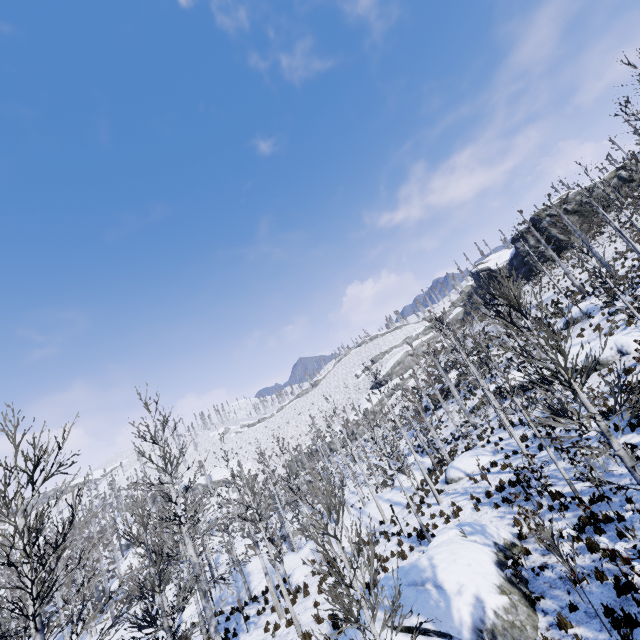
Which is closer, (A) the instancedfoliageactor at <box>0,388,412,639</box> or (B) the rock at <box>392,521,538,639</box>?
(A) the instancedfoliageactor at <box>0,388,412,639</box>

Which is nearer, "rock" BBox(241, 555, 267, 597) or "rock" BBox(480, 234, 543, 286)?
"rock" BBox(241, 555, 267, 597)

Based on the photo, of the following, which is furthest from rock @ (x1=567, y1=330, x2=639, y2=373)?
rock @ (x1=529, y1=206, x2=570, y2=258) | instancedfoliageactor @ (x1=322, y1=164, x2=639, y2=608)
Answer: rock @ (x1=529, y1=206, x2=570, y2=258)

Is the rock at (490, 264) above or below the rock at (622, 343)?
above

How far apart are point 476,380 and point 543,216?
39.96m

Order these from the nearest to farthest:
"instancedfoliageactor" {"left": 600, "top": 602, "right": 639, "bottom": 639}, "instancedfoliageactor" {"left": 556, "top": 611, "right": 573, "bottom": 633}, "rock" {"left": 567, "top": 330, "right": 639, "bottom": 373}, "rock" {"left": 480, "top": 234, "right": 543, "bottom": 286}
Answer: "instancedfoliageactor" {"left": 600, "top": 602, "right": 639, "bottom": 639} → "instancedfoliageactor" {"left": 556, "top": 611, "right": 573, "bottom": 633} → "rock" {"left": 567, "top": 330, "right": 639, "bottom": 373} → "rock" {"left": 480, "top": 234, "right": 543, "bottom": 286}

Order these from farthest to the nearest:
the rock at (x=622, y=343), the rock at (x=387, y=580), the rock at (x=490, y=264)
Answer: the rock at (x=490, y=264) → the rock at (x=622, y=343) → the rock at (x=387, y=580)

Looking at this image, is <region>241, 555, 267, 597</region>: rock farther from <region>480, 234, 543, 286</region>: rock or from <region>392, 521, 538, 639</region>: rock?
<region>480, 234, 543, 286</region>: rock
